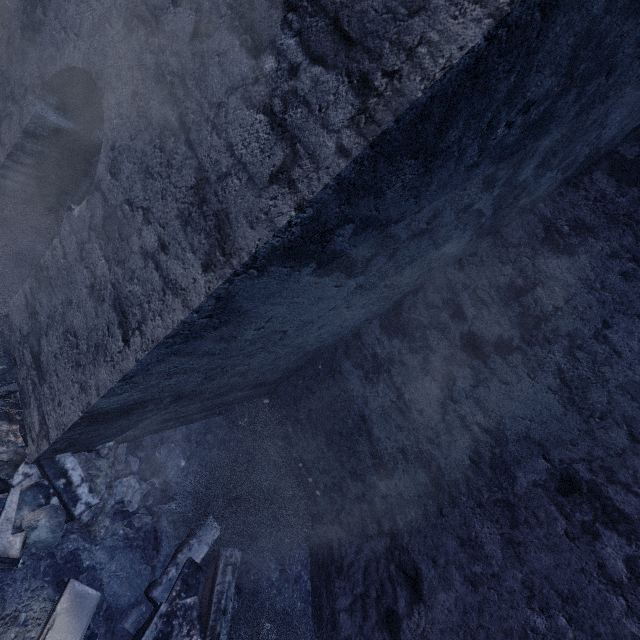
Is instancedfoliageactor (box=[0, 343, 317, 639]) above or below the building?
below

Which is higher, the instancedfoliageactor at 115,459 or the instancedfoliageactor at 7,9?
the instancedfoliageactor at 7,9

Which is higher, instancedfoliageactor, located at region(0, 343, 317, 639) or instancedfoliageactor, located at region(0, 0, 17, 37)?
instancedfoliageactor, located at region(0, 0, 17, 37)

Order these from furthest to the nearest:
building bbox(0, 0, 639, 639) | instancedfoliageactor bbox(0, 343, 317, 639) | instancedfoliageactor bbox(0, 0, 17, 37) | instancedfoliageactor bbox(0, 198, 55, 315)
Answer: instancedfoliageactor bbox(0, 0, 17, 37) → instancedfoliageactor bbox(0, 198, 55, 315) → instancedfoliageactor bbox(0, 343, 317, 639) → building bbox(0, 0, 639, 639)

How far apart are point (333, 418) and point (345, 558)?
1.47m

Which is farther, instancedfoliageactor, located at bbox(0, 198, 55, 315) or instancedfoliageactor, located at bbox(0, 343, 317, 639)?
instancedfoliageactor, located at bbox(0, 198, 55, 315)

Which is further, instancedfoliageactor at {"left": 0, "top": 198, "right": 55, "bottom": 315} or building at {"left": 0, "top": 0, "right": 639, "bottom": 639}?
instancedfoliageactor at {"left": 0, "top": 198, "right": 55, "bottom": 315}

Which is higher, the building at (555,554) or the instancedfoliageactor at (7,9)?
the building at (555,554)
